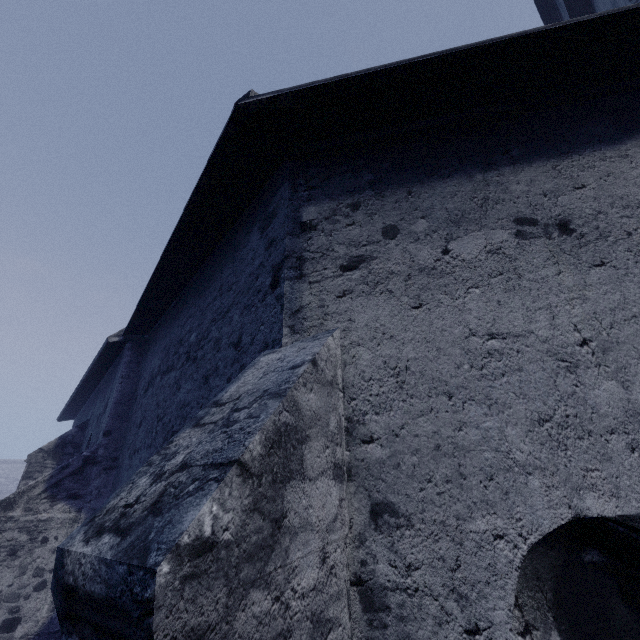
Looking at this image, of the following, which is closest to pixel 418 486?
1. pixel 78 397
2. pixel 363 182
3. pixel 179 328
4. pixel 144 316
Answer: pixel 363 182
